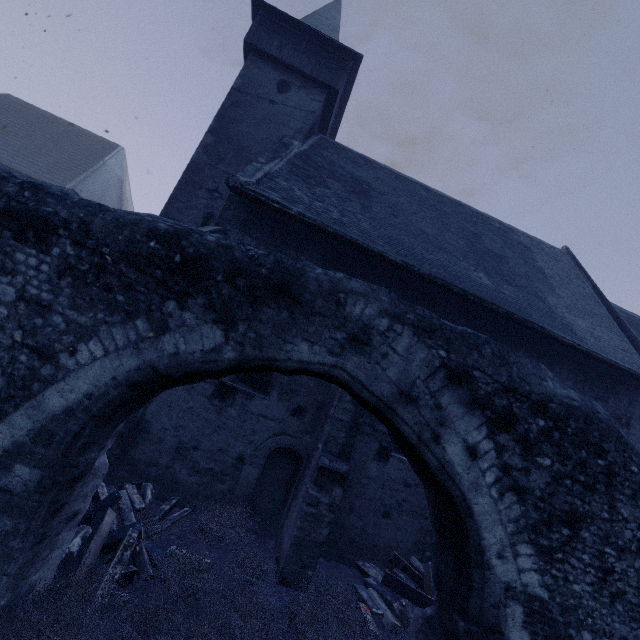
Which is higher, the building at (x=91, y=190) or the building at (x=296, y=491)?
the building at (x=91, y=190)

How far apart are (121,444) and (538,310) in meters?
11.6

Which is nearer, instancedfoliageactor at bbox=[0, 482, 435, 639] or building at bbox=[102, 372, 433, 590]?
instancedfoliageactor at bbox=[0, 482, 435, 639]

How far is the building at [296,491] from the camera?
6.2 meters

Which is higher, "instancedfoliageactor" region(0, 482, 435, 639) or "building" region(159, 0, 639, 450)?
"building" region(159, 0, 639, 450)

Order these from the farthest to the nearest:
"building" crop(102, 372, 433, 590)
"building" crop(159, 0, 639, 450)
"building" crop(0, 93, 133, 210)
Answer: "building" crop(0, 93, 133, 210), "building" crop(159, 0, 639, 450), "building" crop(102, 372, 433, 590)

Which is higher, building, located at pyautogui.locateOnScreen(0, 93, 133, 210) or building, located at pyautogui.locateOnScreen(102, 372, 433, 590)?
building, located at pyautogui.locateOnScreen(0, 93, 133, 210)
